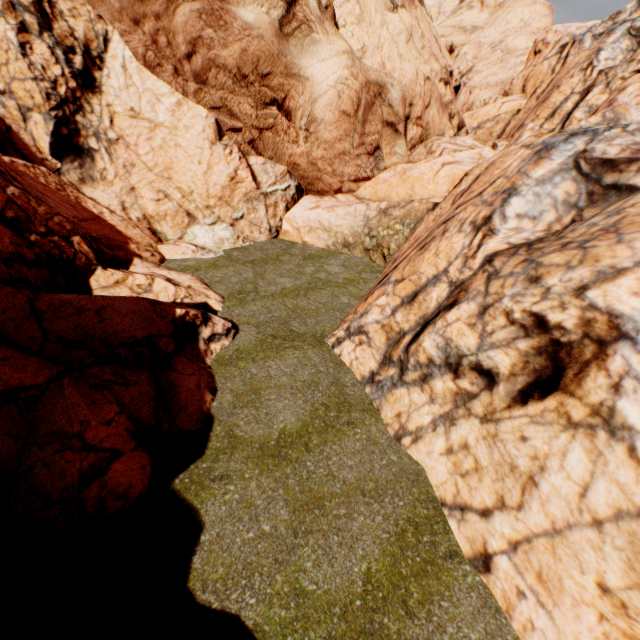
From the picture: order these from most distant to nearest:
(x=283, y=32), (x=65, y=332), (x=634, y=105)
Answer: (x=283, y=32) < (x=634, y=105) < (x=65, y=332)
